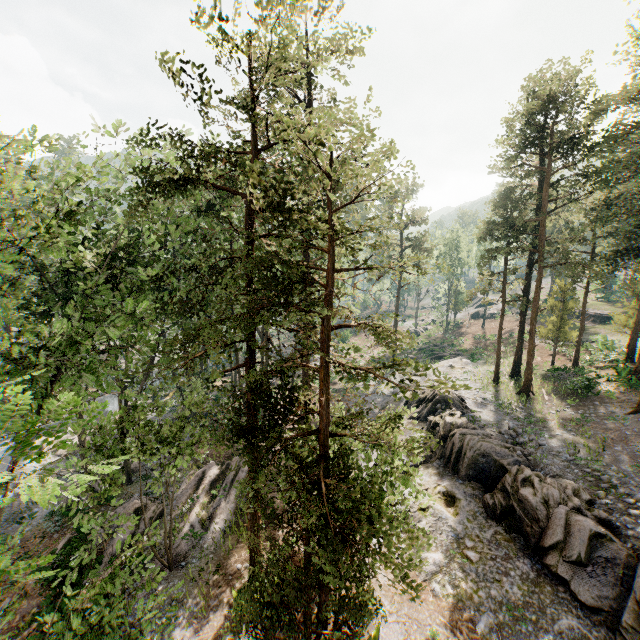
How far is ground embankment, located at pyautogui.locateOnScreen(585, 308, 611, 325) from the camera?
43.8 meters

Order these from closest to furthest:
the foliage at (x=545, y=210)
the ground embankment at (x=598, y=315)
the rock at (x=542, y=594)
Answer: the foliage at (x=545, y=210) < the rock at (x=542, y=594) < the ground embankment at (x=598, y=315)

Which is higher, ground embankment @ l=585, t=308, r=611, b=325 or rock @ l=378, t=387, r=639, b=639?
ground embankment @ l=585, t=308, r=611, b=325

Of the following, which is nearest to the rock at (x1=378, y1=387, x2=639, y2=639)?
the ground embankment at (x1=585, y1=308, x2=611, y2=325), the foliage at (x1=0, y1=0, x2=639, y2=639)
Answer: the foliage at (x1=0, y1=0, x2=639, y2=639)

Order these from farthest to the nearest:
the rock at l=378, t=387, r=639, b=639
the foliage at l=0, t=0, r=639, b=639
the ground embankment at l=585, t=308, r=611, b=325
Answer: the ground embankment at l=585, t=308, r=611, b=325 → the rock at l=378, t=387, r=639, b=639 → the foliage at l=0, t=0, r=639, b=639

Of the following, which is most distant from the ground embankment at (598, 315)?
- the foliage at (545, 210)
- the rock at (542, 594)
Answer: the rock at (542, 594)

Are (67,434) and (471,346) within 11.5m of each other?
no

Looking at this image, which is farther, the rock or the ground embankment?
the ground embankment
